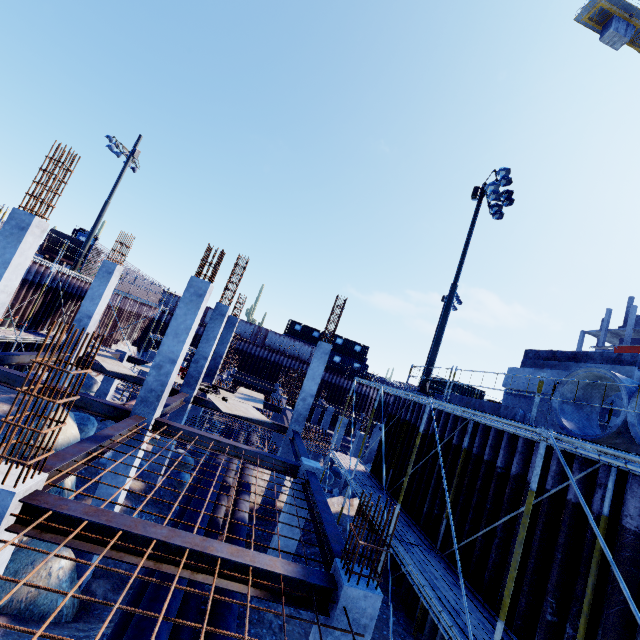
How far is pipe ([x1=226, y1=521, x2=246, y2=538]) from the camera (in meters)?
9.79

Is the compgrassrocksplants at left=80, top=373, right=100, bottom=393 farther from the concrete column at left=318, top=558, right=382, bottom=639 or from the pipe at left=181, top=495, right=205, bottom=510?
the concrete column at left=318, top=558, right=382, bottom=639

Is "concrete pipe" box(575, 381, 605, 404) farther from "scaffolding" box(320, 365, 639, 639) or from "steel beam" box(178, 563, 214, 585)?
"steel beam" box(178, 563, 214, 585)

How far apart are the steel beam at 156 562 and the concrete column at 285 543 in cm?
452

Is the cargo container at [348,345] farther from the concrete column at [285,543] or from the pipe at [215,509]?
the concrete column at [285,543]

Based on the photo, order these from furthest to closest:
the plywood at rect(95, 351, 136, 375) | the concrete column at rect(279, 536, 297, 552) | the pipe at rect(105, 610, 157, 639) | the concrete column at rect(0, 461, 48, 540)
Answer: the plywood at rect(95, 351, 136, 375), the concrete column at rect(279, 536, 297, 552), the pipe at rect(105, 610, 157, 639), the concrete column at rect(0, 461, 48, 540)

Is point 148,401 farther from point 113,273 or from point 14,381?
point 113,273

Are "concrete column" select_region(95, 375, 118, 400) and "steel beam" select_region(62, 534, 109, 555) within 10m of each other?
no
